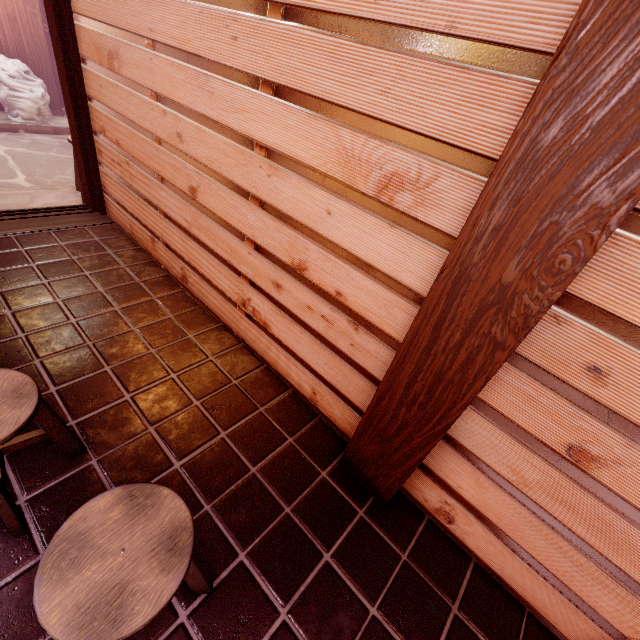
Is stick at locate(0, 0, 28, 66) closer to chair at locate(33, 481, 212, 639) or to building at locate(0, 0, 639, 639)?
building at locate(0, 0, 639, 639)

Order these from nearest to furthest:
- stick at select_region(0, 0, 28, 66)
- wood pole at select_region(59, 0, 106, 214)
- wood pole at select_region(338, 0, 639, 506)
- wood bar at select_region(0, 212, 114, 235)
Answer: wood pole at select_region(338, 0, 639, 506) → wood pole at select_region(59, 0, 106, 214) → wood bar at select_region(0, 212, 114, 235) → stick at select_region(0, 0, 28, 66)

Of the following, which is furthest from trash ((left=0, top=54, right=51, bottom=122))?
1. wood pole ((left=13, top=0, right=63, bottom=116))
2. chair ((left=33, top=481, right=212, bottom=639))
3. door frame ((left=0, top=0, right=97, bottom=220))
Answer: chair ((left=33, top=481, right=212, bottom=639))

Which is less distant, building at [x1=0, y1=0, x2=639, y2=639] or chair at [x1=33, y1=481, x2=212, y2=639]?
chair at [x1=33, y1=481, x2=212, y2=639]

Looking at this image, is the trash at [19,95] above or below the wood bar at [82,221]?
above

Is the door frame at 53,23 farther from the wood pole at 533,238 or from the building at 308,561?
the wood pole at 533,238

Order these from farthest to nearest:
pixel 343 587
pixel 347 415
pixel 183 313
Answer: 1. pixel 183 313
2. pixel 347 415
3. pixel 343 587

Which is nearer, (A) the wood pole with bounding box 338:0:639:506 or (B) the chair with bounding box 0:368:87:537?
(A) the wood pole with bounding box 338:0:639:506
